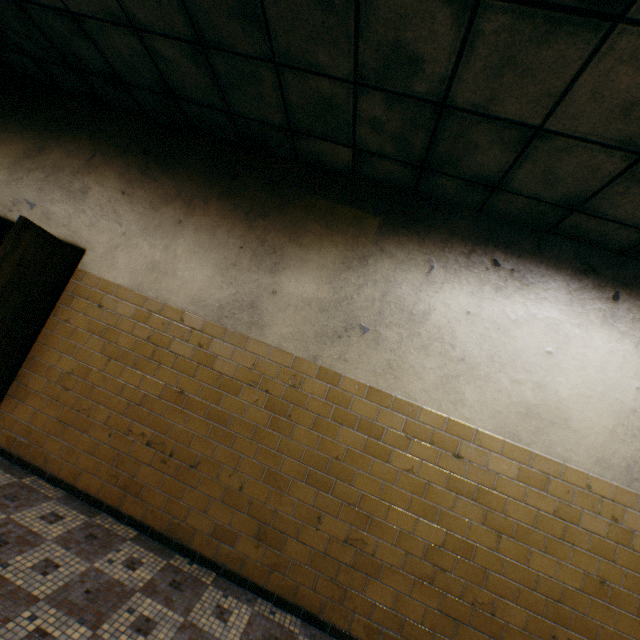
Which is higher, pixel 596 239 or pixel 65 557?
pixel 596 239
